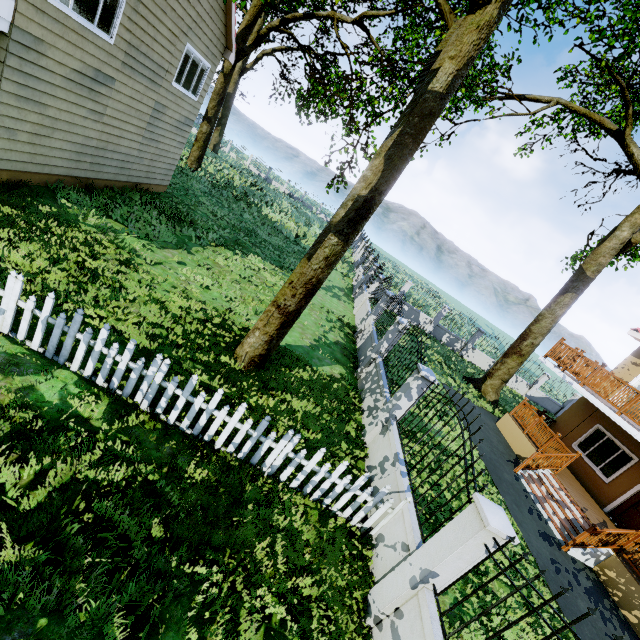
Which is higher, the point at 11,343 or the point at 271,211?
the point at 271,211

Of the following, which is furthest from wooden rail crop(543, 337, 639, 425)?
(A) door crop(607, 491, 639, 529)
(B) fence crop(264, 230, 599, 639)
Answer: (B) fence crop(264, 230, 599, 639)

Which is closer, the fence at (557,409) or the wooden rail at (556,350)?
the wooden rail at (556,350)

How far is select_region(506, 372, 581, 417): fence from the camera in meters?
24.0 m

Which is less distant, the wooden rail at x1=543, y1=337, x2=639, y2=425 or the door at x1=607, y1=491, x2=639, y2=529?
the wooden rail at x1=543, y1=337, x2=639, y2=425

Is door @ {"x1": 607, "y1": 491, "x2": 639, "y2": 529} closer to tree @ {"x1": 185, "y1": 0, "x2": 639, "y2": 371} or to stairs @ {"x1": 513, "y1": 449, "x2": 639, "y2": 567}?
stairs @ {"x1": 513, "y1": 449, "x2": 639, "y2": 567}

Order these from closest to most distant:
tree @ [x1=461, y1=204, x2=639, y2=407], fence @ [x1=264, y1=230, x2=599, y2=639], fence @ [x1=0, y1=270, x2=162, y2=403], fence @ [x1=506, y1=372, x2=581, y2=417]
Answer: fence @ [x1=264, y1=230, x2=599, y2=639]
fence @ [x1=0, y1=270, x2=162, y2=403]
tree @ [x1=461, y1=204, x2=639, y2=407]
fence @ [x1=506, y1=372, x2=581, y2=417]

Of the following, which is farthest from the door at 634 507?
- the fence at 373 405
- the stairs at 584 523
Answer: the fence at 373 405
